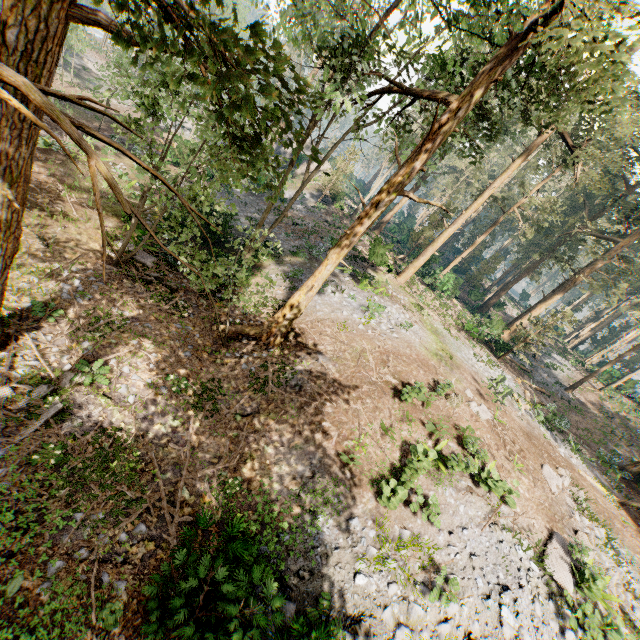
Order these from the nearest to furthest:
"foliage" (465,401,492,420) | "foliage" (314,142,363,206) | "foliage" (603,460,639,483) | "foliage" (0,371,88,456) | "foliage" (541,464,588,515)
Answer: "foliage" (0,371,88,456)
"foliage" (541,464,588,515)
"foliage" (465,401,492,420)
"foliage" (603,460,639,483)
"foliage" (314,142,363,206)

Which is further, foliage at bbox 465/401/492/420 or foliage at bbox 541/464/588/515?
foliage at bbox 465/401/492/420

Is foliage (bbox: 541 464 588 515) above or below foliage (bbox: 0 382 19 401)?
above

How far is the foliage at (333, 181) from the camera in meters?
31.9 m

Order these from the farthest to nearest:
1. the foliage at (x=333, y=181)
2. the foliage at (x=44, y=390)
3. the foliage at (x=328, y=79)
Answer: the foliage at (x=333, y=181) < the foliage at (x=44, y=390) < the foliage at (x=328, y=79)

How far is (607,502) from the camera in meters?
18.1 m
